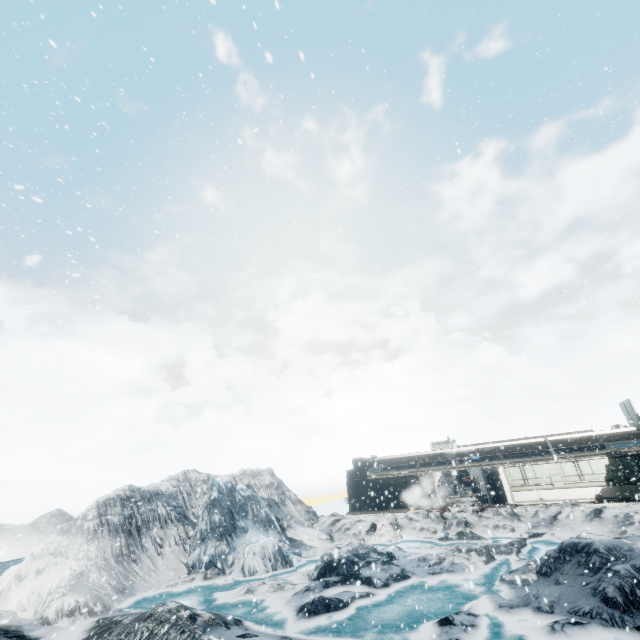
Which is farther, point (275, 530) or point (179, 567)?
point (275, 530)
